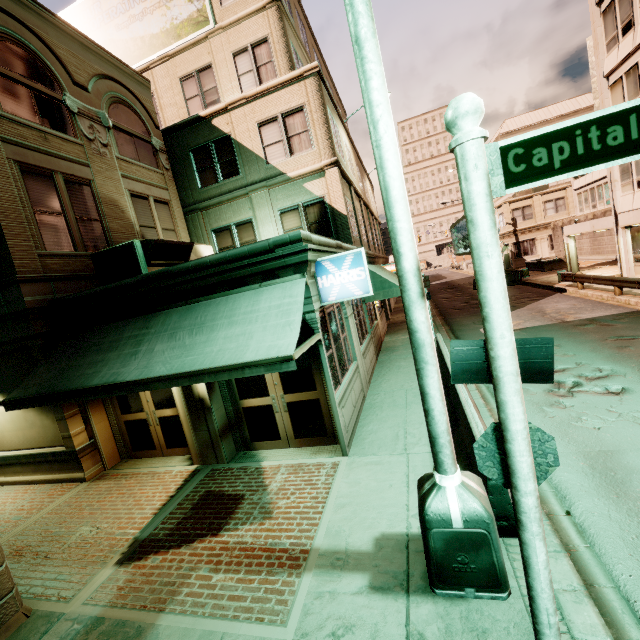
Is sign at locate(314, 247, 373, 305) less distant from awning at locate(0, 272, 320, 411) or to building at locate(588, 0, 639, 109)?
awning at locate(0, 272, 320, 411)

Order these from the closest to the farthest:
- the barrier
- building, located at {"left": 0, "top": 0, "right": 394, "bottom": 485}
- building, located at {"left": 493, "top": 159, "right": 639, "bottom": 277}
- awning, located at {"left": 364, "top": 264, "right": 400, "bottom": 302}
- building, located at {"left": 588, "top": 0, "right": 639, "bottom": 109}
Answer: the barrier
building, located at {"left": 0, "top": 0, "right": 394, "bottom": 485}
awning, located at {"left": 364, "top": 264, "right": 400, "bottom": 302}
building, located at {"left": 588, "top": 0, "right": 639, "bottom": 109}
building, located at {"left": 493, "top": 159, "right": 639, "bottom": 277}

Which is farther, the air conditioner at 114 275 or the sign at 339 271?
the air conditioner at 114 275

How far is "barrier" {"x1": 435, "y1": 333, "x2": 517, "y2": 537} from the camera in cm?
411

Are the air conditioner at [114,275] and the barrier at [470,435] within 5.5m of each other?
no

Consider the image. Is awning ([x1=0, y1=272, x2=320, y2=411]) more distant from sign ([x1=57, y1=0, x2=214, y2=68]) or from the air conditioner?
sign ([x1=57, y1=0, x2=214, y2=68])

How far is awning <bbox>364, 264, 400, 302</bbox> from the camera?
12.8 meters

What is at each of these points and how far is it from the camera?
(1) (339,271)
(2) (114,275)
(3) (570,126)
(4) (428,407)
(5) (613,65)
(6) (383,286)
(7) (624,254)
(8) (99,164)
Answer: (1) sign, 6.7m
(2) air conditioner, 8.8m
(3) sign, 2.1m
(4) street light, 3.6m
(5) building, 16.9m
(6) awning, 12.9m
(7) building, 19.0m
(8) building, 10.5m
